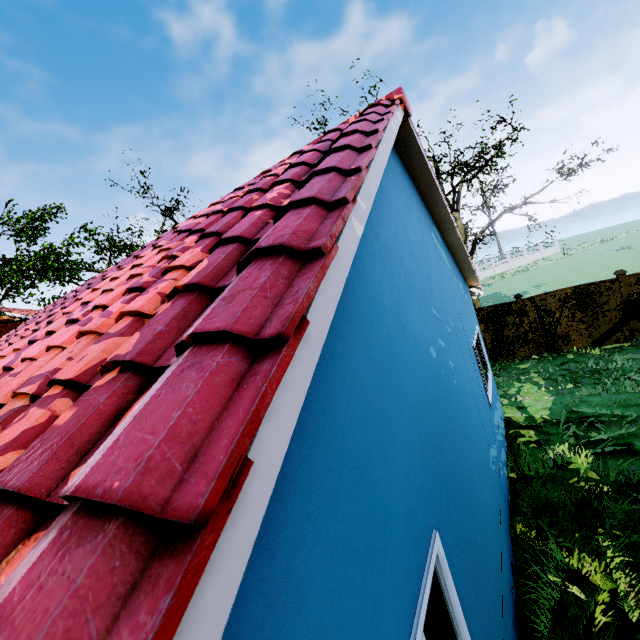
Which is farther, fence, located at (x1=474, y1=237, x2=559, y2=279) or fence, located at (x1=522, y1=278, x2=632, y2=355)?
fence, located at (x1=474, y1=237, x2=559, y2=279)

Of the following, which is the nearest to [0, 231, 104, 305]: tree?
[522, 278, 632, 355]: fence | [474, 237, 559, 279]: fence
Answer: [474, 237, 559, 279]: fence

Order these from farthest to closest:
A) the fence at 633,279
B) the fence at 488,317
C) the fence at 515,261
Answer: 1. the fence at 515,261
2. the fence at 488,317
3. the fence at 633,279

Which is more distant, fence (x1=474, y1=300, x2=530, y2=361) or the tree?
fence (x1=474, y1=300, x2=530, y2=361)

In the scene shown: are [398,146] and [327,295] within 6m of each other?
yes

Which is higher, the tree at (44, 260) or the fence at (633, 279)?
the tree at (44, 260)
